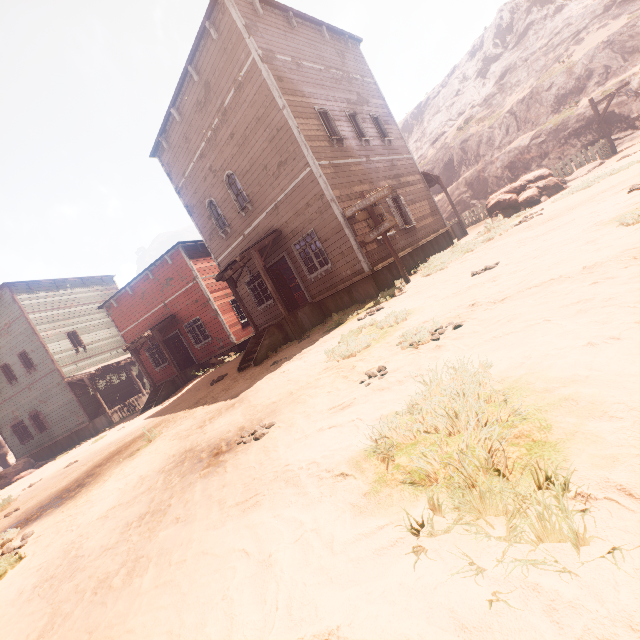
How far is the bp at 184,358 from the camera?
19.7 meters

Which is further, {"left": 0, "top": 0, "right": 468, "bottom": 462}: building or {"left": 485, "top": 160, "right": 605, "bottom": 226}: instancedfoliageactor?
{"left": 485, "top": 160, "right": 605, "bottom": 226}: instancedfoliageactor

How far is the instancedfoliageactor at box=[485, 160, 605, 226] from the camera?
13.29m

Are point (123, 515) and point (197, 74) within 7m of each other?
no

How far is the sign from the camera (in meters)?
9.81

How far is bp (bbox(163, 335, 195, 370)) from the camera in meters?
19.7

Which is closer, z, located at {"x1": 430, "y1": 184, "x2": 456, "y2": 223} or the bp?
the bp

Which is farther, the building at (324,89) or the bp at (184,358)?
the bp at (184,358)
